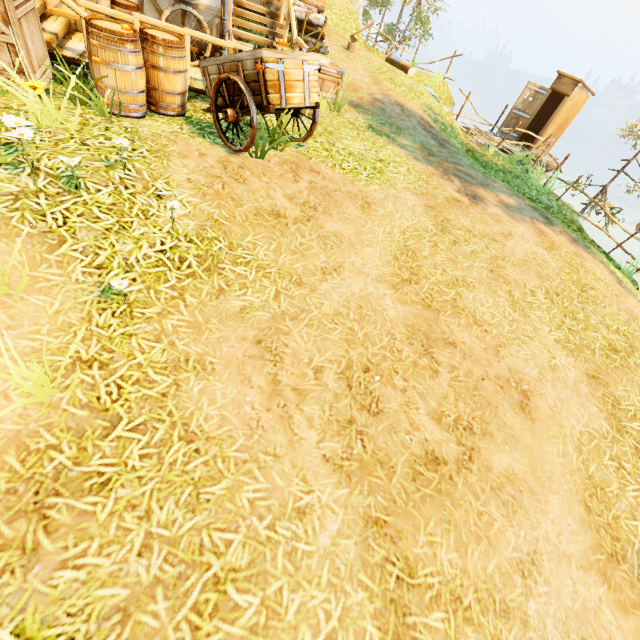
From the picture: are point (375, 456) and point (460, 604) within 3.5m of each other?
yes

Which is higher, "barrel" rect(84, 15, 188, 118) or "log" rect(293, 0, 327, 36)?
"log" rect(293, 0, 327, 36)

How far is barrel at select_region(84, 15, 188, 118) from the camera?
4.4 meters

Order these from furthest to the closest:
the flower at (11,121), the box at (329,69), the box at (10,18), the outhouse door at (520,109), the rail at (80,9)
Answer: the outhouse door at (520,109), the box at (329,69), the rail at (80,9), the box at (10,18), the flower at (11,121)

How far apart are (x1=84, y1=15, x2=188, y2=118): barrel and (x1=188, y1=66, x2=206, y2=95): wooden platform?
0.38m

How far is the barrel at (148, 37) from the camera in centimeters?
435cm

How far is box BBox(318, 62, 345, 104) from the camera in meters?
8.0

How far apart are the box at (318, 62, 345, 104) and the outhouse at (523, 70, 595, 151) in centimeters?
1077cm
